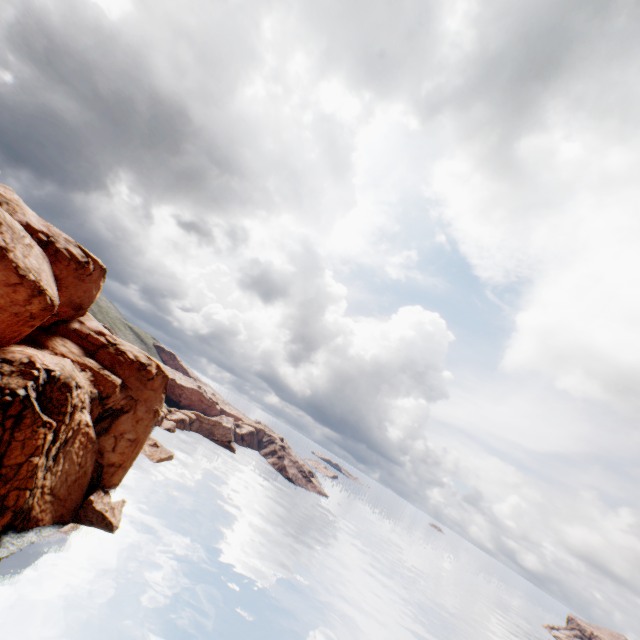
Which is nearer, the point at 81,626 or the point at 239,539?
the point at 81,626
